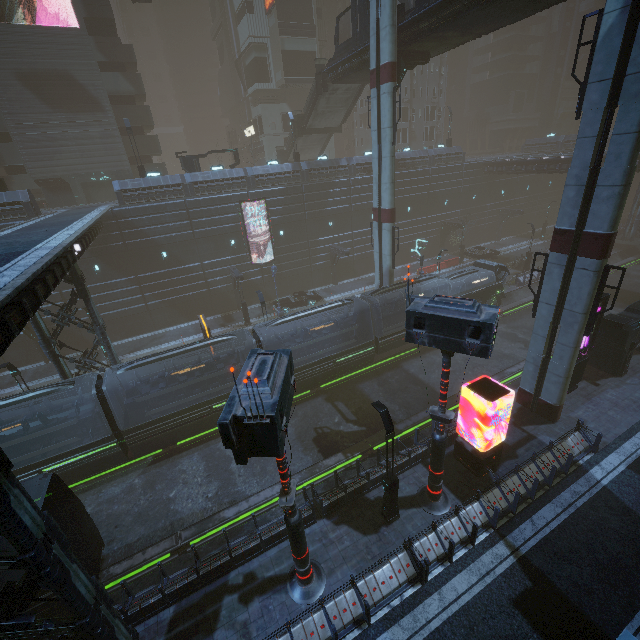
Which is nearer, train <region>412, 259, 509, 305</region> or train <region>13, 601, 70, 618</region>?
train <region>13, 601, 70, 618</region>

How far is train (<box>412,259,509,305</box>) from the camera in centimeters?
2578cm

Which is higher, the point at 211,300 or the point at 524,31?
the point at 524,31

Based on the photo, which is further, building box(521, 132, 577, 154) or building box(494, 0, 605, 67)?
building box(494, 0, 605, 67)

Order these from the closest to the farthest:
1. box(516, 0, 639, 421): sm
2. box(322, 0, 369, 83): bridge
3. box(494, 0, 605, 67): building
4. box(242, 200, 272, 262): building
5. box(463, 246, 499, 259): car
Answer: box(516, 0, 639, 421): sm
box(322, 0, 369, 83): bridge
box(242, 200, 272, 262): building
box(463, 246, 499, 259): car
box(494, 0, 605, 67): building

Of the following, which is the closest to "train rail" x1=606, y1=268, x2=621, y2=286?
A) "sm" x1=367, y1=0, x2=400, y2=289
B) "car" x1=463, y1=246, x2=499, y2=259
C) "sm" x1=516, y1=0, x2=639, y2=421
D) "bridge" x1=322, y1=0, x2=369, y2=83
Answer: "sm" x1=516, y1=0, x2=639, y2=421

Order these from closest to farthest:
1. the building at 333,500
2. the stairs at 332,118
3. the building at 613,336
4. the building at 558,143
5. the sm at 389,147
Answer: the building at 333,500 → the building at 613,336 → the sm at 389,147 → the stairs at 332,118 → the building at 558,143

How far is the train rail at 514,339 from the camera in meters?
20.7 m
